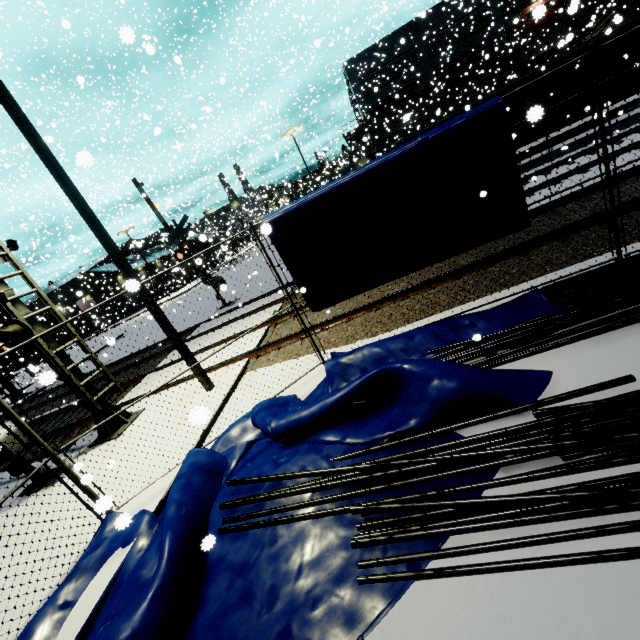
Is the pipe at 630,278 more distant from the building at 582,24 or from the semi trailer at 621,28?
the building at 582,24

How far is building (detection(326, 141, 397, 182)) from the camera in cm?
4122

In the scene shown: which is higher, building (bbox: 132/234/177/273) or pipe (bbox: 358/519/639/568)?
building (bbox: 132/234/177/273)

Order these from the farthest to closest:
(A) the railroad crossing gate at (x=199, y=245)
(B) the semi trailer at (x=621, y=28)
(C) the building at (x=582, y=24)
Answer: (C) the building at (x=582, y=24), (A) the railroad crossing gate at (x=199, y=245), (B) the semi trailer at (x=621, y=28)

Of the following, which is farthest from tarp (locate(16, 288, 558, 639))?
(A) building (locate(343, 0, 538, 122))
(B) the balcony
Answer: (B) the balcony

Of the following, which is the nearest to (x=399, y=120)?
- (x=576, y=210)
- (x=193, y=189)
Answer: (x=193, y=189)

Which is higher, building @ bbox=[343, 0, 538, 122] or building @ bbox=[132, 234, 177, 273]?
building @ bbox=[343, 0, 538, 122]
